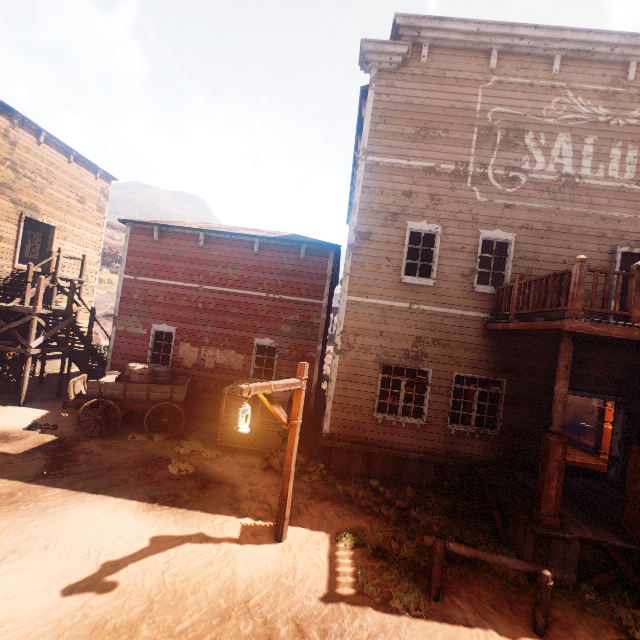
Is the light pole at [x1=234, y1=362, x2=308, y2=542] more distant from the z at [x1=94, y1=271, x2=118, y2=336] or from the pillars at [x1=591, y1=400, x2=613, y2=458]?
the pillars at [x1=591, y1=400, x2=613, y2=458]

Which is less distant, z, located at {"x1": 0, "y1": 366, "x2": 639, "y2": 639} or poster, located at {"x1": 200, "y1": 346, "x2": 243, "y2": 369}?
z, located at {"x1": 0, "y1": 366, "x2": 639, "y2": 639}

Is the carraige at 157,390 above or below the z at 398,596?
above

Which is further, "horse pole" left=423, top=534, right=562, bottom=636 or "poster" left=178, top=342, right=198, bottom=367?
"poster" left=178, top=342, right=198, bottom=367

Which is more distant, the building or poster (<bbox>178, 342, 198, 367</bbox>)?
poster (<bbox>178, 342, 198, 367</bbox>)

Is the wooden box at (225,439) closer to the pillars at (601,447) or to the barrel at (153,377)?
the barrel at (153,377)

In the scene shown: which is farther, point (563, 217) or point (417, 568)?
point (563, 217)

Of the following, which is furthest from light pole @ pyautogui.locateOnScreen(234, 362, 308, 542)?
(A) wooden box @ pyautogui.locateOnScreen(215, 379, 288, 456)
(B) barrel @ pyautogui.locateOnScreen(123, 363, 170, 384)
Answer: (B) barrel @ pyautogui.locateOnScreen(123, 363, 170, 384)
